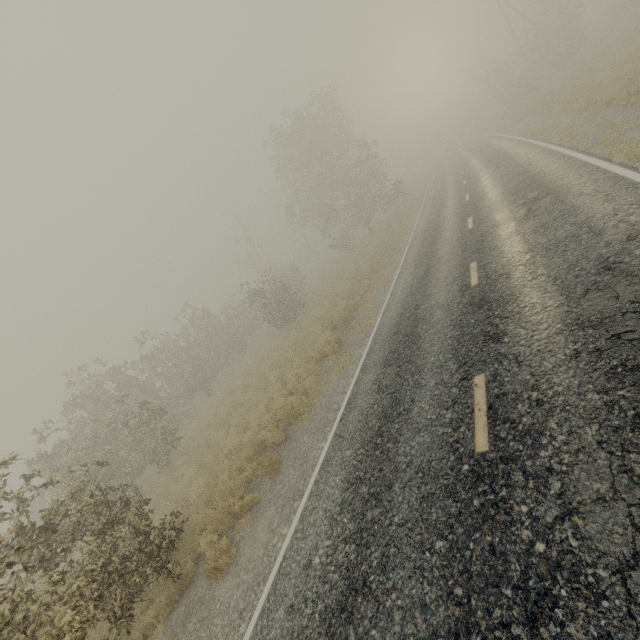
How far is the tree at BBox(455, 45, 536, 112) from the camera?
34.8 meters

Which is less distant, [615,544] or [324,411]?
[615,544]

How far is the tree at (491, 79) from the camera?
34.8m

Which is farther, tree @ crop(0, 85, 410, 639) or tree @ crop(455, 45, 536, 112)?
tree @ crop(455, 45, 536, 112)

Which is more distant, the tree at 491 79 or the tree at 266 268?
the tree at 491 79
